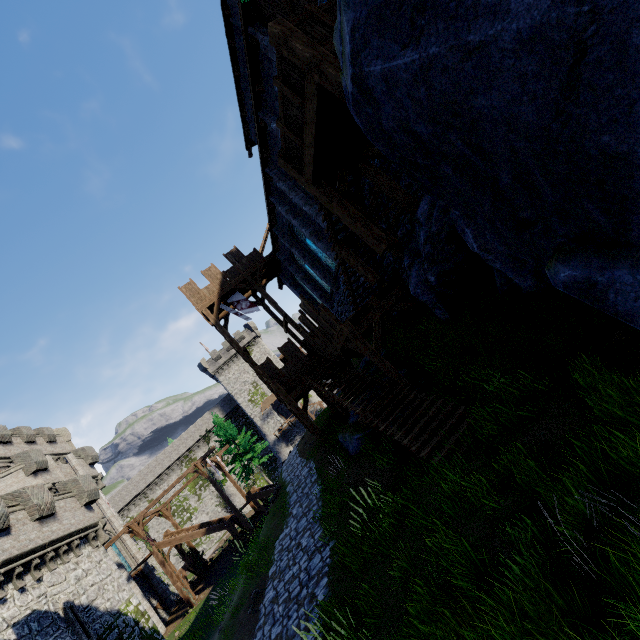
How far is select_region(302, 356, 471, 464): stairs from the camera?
8.5 meters

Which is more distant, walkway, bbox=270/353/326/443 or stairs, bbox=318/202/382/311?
walkway, bbox=270/353/326/443

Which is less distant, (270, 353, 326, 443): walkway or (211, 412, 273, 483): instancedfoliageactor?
(270, 353, 326, 443): walkway

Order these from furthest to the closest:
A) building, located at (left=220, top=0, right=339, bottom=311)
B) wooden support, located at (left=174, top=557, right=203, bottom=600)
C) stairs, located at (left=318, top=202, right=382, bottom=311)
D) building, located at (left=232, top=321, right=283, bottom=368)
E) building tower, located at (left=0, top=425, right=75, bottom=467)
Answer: building, located at (left=232, top=321, right=283, bottom=368) → building tower, located at (left=0, top=425, right=75, bottom=467) → wooden support, located at (left=174, top=557, right=203, bottom=600) → building, located at (left=220, top=0, right=339, bottom=311) → stairs, located at (left=318, top=202, right=382, bottom=311)

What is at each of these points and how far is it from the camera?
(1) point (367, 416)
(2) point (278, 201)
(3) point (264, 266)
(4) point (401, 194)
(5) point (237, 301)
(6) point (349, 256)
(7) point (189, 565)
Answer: (1) stairs, 11.0m
(2) building, 18.0m
(3) walkway, 24.6m
(4) stairs, 8.9m
(5) flag, 23.2m
(6) stairs, 10.5m
(7) wooden support, 28.0m

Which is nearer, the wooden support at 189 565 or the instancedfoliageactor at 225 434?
the wooden support at 189 565

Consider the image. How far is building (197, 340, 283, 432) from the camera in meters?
52.2

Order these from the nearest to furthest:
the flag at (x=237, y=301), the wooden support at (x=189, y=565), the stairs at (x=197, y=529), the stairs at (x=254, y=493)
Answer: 1. the flag at (x=237, y=301)
2. the wooden support at (x=189, y=565)
3. the stairs at (x=197, y=529)
4. the stairs at (x=254, y=493)
